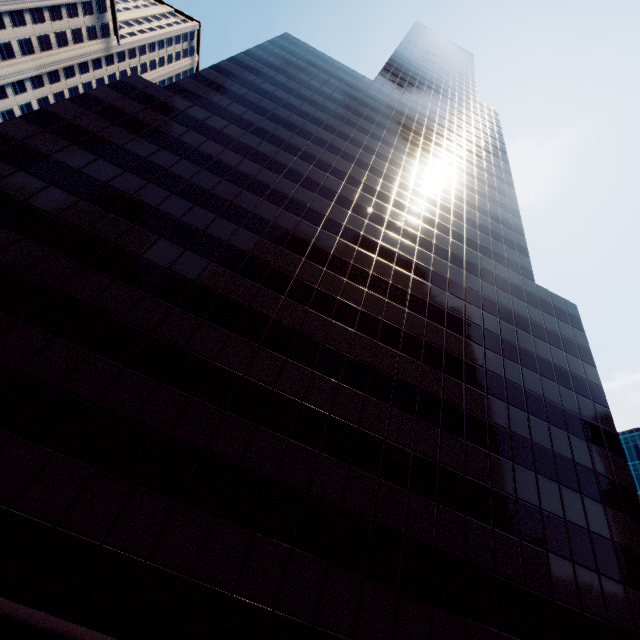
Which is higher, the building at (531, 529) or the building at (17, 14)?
the building at (17, 14)

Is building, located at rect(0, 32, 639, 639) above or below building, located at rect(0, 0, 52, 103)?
below

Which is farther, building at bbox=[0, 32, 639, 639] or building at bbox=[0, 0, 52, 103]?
building at bbox=[0, 0, 52, 103]

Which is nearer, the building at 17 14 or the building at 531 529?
the building at 531 529

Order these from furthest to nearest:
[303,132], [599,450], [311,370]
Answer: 1. [303,132]
2. [599,450]
3. [311,370]
